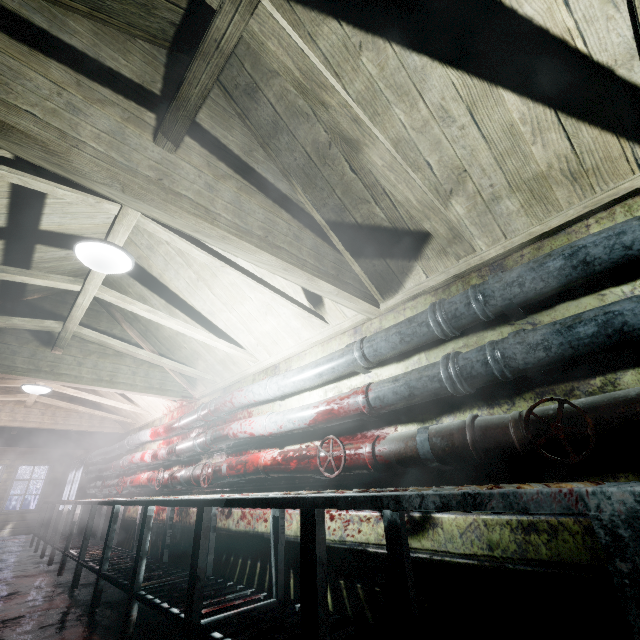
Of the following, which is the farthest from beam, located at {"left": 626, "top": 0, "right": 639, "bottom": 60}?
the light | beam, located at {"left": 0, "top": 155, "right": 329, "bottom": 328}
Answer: the light

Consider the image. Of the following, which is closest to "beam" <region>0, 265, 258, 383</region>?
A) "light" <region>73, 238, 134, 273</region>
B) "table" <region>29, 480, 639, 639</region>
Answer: "light" <region>73, 238, 134, 273</region>

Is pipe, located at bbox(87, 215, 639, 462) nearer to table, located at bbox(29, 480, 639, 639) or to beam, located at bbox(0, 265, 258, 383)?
beam, located at bbox(0, 265, 258, 383)

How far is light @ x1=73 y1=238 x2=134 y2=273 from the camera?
2.0 meters

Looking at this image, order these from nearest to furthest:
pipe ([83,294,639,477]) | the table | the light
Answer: the table → pipe ([83,294,639,477]) → the light

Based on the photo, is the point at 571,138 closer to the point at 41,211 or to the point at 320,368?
the point at 320,368

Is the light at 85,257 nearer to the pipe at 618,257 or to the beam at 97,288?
the beam at 97,288

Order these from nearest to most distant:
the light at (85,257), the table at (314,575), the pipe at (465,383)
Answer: the table at (314,575) < the pipe at (465,383) < the light at (85,257)
